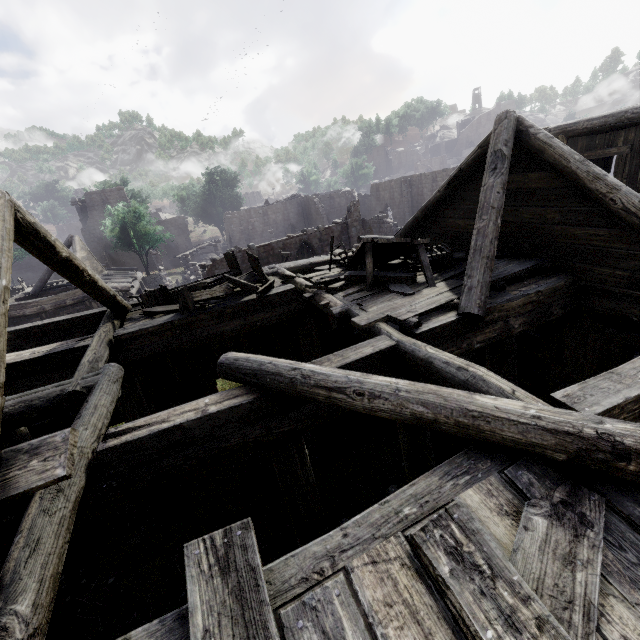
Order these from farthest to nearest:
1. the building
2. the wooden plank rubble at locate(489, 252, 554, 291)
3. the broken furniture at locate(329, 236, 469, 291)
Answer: the broken furniture at locate(329, 236, 469, 291) → the wooden plank rubble at locate(489, 252, 554, 291) → the building

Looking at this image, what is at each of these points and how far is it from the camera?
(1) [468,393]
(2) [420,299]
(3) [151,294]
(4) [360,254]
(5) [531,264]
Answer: (1) building, 3.1m
(2) wooden plank rubble, 6.1m
(3) broken furniture, 8.2m
(4) broken furniture, 8.3m
(5) wooden plank rubble, 6.7m

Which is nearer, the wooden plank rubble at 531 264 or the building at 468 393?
the building at 468 393

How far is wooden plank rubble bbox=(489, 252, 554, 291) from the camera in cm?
629

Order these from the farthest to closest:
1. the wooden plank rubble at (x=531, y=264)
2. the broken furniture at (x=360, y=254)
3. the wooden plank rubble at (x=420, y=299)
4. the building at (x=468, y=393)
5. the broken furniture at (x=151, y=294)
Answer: the broken furniture at (x=151, y=294)
the broken furniture at (x=360, y=254)
the wooden plank rubble at (x=531, y=264)
the wooden plank rubble at (x=420, y=299)
the building at (x=468, y=393)

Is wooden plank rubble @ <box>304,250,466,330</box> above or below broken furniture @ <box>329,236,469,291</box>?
below

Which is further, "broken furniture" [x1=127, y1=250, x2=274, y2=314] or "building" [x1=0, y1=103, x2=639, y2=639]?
"broken furniture" [x1=127, y1=250, x2=274, y2=314]
